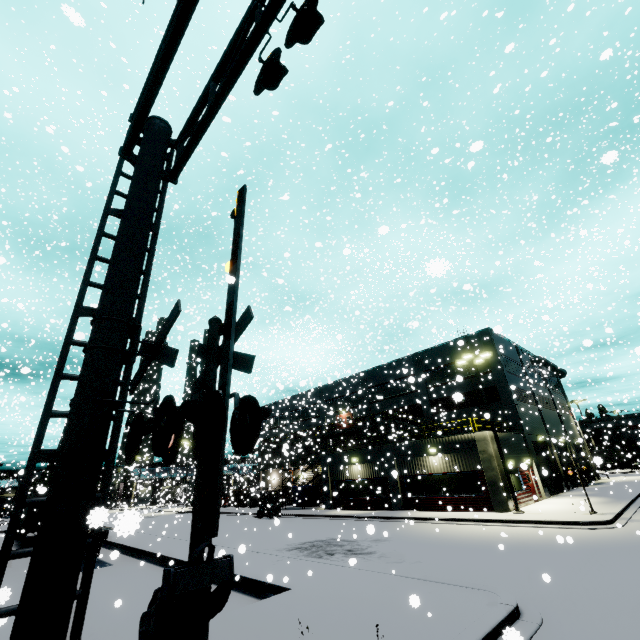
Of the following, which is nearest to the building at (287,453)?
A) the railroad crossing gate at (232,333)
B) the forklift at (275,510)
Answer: A: the railroad crossing gate at (232,333)

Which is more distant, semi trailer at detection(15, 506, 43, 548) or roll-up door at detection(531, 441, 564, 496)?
roll-up door at detection(531, 441, 564, 496)

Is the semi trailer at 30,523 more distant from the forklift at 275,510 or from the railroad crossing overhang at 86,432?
the railroad crossing overhang at 86,432

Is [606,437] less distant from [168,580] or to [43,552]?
[168,580]

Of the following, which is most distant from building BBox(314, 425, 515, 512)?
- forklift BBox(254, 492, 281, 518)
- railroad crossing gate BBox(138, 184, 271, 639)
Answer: forklift BBox(254, 492, 281, 518)

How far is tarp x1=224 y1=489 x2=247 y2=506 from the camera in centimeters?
2801cm

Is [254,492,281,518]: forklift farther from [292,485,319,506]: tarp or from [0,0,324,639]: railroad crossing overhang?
[0,0,324,639]: railroad crossing overhang
